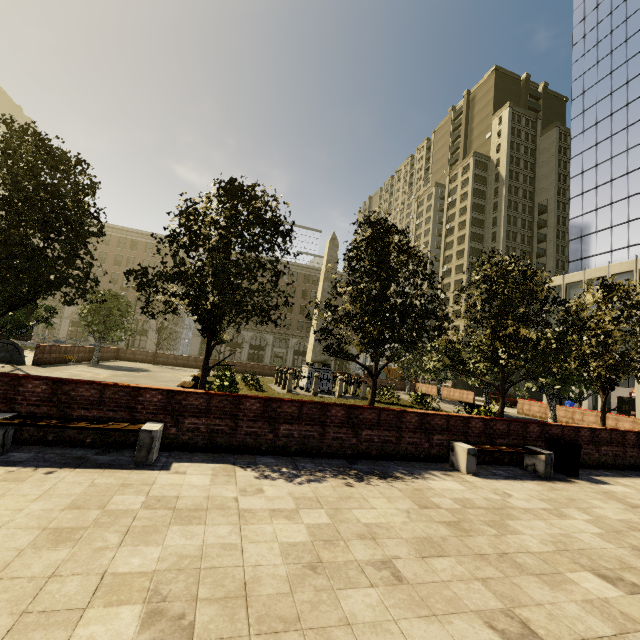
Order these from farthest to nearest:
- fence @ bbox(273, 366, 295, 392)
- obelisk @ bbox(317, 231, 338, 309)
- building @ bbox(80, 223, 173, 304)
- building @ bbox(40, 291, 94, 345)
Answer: building @ bbox(80, 223, 173, 304)
building @ bbox(40, 291, 94, 345)
obelisk @ bbox(317, 231, 338, 309)
fence @ bbox(273, 366, 295, 392)

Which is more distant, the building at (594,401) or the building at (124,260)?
the building at (124,260)

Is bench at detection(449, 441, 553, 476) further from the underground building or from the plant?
the underground building

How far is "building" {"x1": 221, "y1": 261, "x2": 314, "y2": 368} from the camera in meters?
55.8 m

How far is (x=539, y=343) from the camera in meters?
12.8 m

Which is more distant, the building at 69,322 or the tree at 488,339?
the building at 69,322

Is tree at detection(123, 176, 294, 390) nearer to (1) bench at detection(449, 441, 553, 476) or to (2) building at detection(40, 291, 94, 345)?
(2) building at detection(40, 291, 94, 345)

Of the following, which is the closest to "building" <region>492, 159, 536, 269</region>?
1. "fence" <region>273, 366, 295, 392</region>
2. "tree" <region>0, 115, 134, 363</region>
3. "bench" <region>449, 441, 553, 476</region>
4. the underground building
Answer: "tree" <region>0, 115, 134, 363</region>
